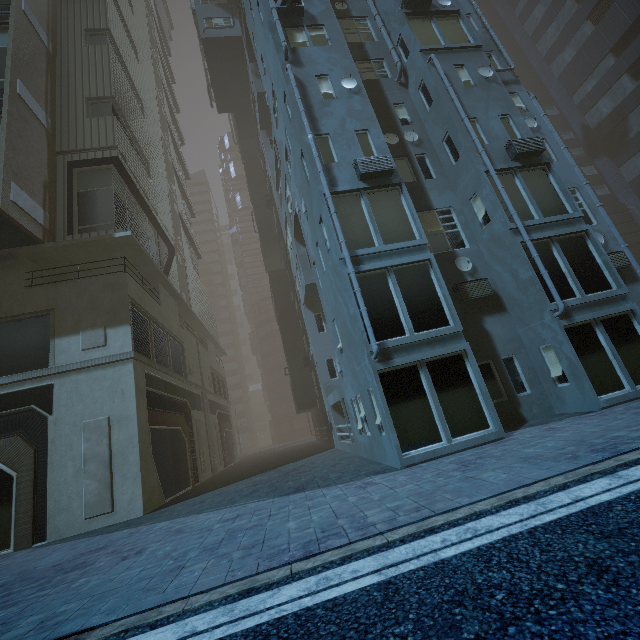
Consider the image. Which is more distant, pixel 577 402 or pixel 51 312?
pixel 51 312

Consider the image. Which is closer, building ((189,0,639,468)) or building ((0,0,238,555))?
building ((189,0,639,468))

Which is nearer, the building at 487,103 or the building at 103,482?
the building at 487,103
